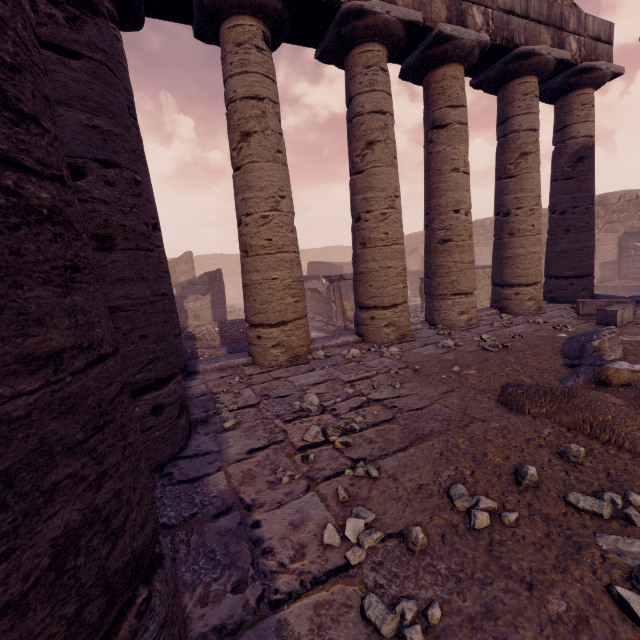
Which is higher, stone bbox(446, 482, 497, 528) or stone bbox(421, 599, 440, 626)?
stone bbox(446, 482, 497, 528)

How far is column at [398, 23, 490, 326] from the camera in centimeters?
603cm

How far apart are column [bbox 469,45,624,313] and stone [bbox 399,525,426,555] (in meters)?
7.25

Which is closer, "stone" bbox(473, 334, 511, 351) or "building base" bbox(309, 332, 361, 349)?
"stone" bbox(473, 334, 511, 351)

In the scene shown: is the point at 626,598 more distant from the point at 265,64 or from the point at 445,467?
the point at 265,64

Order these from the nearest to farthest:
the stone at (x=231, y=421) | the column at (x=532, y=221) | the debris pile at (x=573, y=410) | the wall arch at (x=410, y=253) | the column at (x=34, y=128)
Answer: the column at (x=34, y=128), the debris pile at (x=573, y=410), the stone at (x=231, y=421), the column at (x=532, y=221), the wall arch at (x=410, y=253)

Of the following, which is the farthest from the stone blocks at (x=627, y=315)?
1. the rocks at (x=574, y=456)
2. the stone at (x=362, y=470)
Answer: the stone at (x=362, y=470)

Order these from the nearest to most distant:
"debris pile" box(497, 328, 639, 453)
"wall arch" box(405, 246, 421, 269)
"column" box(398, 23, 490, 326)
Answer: "debris pile" box(497, 328, 639, 453) → "column" box(398, 23, 490, 326) → "wall arch" box(405, 246, 421, 269)
